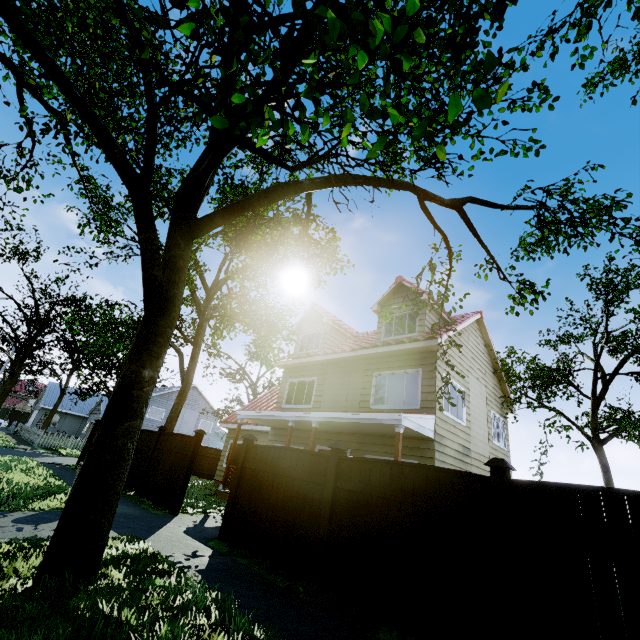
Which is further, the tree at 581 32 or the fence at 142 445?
the fence at 142 445

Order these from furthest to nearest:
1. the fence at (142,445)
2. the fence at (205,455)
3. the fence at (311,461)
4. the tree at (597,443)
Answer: the fence at (205,455), the tree at (597,443), the fence at (142,445), the fence at (311,461)

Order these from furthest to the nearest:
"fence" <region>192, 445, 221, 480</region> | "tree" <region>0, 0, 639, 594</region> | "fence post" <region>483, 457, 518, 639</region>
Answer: "fence" <region>192, 445, 221, 480</region> → "fence post" <region>483, 457, 518, 639</region> → "tree" <region>0, 0, 639, 594</region>

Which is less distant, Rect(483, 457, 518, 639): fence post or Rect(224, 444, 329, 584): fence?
Rect(483, 457, 518, 639): fence post

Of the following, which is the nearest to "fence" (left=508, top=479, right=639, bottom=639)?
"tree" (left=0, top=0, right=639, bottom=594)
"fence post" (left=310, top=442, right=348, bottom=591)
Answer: "fence post" (left=310, top=442, right=348, bottom=591)

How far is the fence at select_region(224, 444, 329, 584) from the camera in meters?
5.7 m

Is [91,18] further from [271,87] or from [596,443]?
[596,443]
